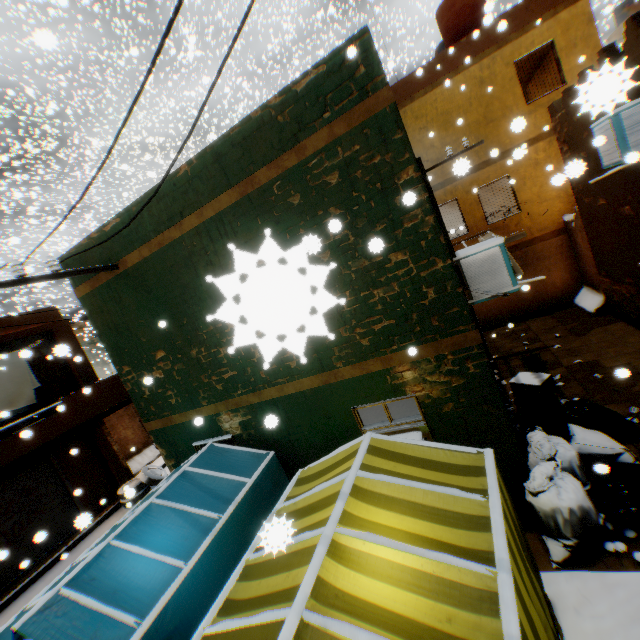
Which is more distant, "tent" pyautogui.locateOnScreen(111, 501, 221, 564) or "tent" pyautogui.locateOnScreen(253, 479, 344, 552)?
"tent" pyautogui.locateOnScreen(111, 501, 221, 564)

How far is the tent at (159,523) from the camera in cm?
404

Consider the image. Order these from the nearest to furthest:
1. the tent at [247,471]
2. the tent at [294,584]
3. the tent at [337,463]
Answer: the tent at [294,584] → the tent at [337,463] → the tent at [247,471]

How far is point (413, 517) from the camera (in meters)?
2.94

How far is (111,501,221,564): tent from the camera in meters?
4.0
